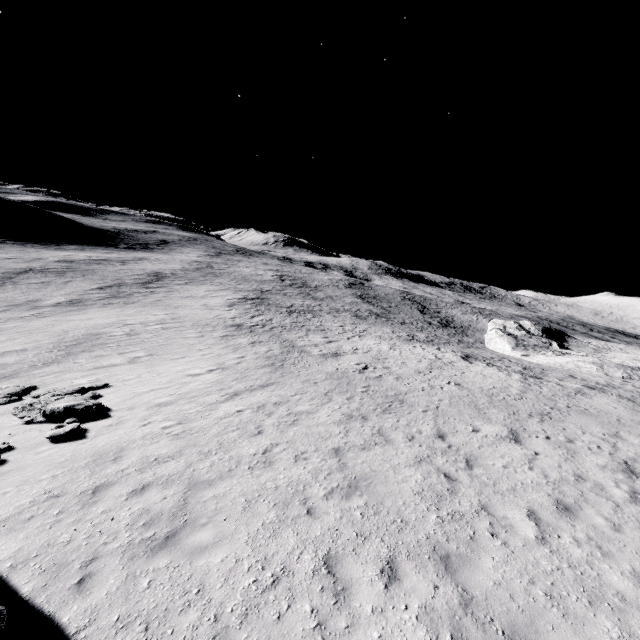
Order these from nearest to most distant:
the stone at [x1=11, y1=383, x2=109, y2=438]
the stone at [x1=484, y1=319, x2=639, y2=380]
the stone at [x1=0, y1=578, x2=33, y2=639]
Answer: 1. the stone at [x1=0, y1=578, x2=33, y2=639]
2. the stone at [x1=11, y1=383, x2=109, y2=438]
3. the stone at [x1=484, y1=319, x2=639, y2=380]

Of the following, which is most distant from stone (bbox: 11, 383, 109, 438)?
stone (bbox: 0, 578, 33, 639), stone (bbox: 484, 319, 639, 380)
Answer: stone (bbox: 484, 319, 639, 380)

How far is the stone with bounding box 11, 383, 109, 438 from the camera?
10.9 meters

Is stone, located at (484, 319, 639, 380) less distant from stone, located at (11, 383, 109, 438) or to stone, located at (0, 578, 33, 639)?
stone, located at (0, 578, 33, 639)

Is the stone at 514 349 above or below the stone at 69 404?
above

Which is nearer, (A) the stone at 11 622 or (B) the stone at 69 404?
(A) the stone at 11 622

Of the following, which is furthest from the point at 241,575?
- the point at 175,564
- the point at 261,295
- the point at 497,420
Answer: the point at 261,295
